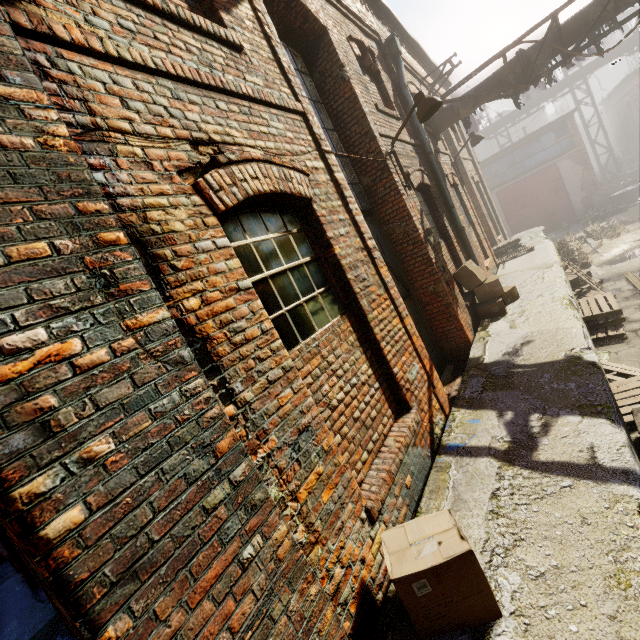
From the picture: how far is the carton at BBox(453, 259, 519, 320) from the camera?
6.4 meters

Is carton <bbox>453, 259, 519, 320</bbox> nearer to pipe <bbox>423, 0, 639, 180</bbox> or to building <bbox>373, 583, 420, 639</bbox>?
building <bbox>373, 583, 420, 639</bbox>

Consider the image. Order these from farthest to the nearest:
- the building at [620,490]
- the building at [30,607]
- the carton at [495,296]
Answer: the carton at [495,296] → the building at [30,607] → the building at [620,490]

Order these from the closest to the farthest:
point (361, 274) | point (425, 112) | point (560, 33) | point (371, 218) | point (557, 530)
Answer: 1. point (557, 530)
2. point (361, 274)
3. point (425, 112)
4. point (371, 218)
5. point (560, 33)

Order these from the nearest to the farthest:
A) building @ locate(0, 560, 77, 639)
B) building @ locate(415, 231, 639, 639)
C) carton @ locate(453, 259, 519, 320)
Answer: building @ locate(415, 231, 639, 639) → building @ locate(0, 560, 77, 639) → carton @ locate(453, 259, 519, 320)

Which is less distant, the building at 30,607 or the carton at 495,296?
the building at 30,607

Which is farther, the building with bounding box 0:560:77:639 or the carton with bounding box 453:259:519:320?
the carton with bounding box 453:259:519:320
